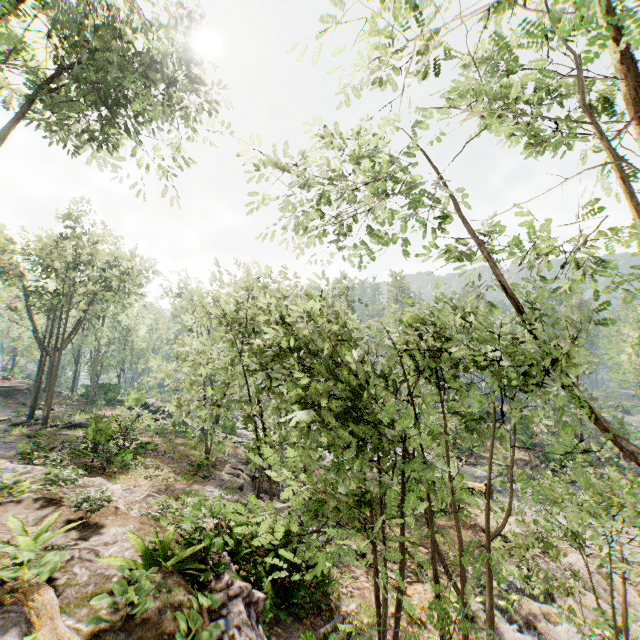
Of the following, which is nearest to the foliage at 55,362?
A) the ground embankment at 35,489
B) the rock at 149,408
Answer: the rock at 149,408

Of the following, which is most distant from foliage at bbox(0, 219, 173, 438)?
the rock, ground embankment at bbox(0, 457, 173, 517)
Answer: ground embankment at bbox(0, 457, 173, 517)

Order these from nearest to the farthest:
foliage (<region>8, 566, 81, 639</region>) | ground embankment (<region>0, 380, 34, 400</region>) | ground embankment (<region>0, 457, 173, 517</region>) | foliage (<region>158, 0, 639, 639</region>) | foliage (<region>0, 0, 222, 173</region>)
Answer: foliage (<region>158, 0, 639, 639</region>), foliage (<region>8, 566, 81, 639</region>), foliage (<region>0, 0, 222, 173</region>), ground embankment (<region>0, 457, 173, 517</region>), ground embankment (<region>0, 380, 34, 400</region>)

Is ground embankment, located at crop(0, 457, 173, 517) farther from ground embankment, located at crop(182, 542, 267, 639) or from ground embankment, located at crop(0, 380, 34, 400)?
ground embankment, located at crop(0, 380, 34, 400)

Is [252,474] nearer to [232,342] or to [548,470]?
[232,342]

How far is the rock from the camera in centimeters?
3409cm

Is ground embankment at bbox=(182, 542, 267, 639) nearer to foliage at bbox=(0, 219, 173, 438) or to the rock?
foliage at bbox=(0, 219, 173, 438)
